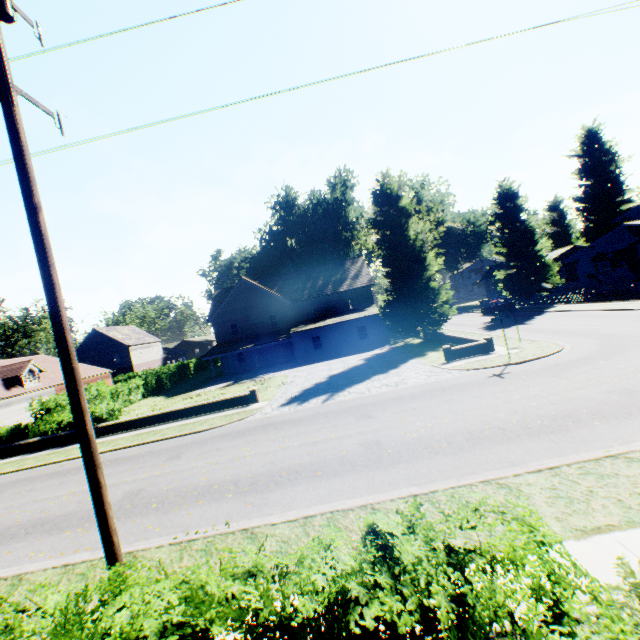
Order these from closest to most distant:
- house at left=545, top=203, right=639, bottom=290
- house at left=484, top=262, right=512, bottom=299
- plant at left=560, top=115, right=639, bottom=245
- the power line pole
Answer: the power line pole < house at left=545, top=203, right=639, bottom=290 < plant at left=560, top=115, right=639, bottom=245 < house at left=484, top=262, right=512, bottom=299

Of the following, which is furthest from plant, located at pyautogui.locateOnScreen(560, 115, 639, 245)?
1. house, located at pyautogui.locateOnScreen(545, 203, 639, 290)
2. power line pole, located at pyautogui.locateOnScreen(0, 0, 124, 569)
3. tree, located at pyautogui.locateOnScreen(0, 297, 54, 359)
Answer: power line pole, located at pyautogui.locateOnScreen(0, 0, 124, 569)

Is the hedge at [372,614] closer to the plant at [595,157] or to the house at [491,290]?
the plant at [595,157]

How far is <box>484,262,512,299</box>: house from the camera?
55.1 meters

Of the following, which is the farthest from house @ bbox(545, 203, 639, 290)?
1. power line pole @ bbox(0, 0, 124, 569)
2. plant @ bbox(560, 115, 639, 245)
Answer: power line pole @ bbox(0, 0, 124, 569)

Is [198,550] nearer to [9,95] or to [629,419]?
[9,95]

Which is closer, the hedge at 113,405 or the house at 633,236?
the hedge at 113,405

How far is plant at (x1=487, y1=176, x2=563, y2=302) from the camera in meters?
37.3
